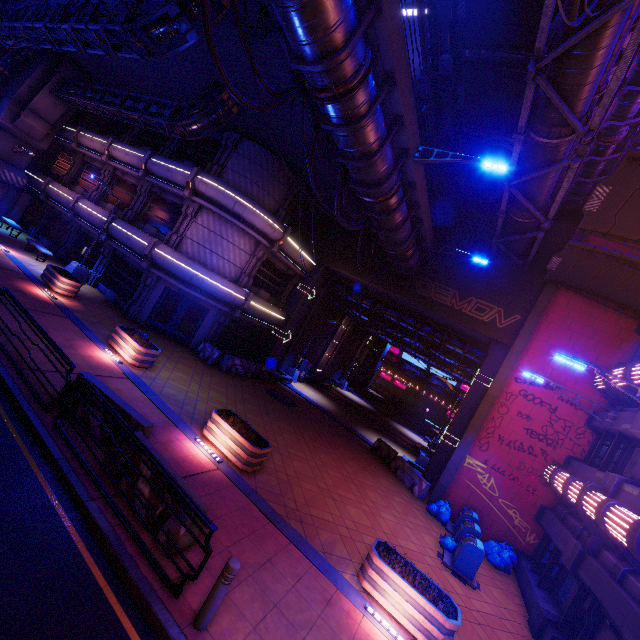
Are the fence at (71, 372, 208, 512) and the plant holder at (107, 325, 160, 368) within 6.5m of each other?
yes

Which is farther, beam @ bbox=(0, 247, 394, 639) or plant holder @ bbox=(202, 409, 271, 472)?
plant holder @ bbox=(202, 409, 271, 472)

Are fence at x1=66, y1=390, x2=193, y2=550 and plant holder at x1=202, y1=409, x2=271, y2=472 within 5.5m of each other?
yes

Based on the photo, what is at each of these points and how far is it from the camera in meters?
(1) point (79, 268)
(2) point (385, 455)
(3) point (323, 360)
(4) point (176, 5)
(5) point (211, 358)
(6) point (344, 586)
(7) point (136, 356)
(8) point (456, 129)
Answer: (1) street light, 19.5 m
(2) fence, 18.7 m
(3) tunnel, 32.6 m
(4) pipe, 9.3 m
(5) fence, 18.3 m
(6) beam, 7.3 m
(7) plant holder, 12.4 m
(8) pipe, 22.5 m

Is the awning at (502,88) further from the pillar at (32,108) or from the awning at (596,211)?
the pillar at (32,108)

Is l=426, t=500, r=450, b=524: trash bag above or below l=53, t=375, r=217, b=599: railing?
above

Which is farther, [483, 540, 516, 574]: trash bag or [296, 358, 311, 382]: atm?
[296, 358, 311, 382]: atm

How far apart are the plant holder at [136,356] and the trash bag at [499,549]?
15.8 meters
